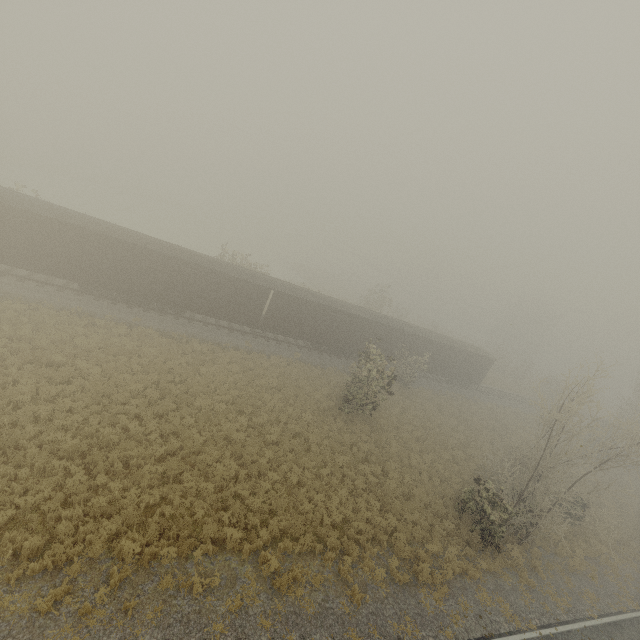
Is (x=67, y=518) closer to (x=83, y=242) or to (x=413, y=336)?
(x=83, y=242)

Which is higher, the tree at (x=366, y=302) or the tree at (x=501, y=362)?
the tree at (x=366, y=302)

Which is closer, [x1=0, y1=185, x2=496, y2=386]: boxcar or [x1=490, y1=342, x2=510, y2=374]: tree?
[x1=0, y1=185, x2=496, y2=386]: boxcar

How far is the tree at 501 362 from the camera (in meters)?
54.67

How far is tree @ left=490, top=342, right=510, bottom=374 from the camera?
54.67m

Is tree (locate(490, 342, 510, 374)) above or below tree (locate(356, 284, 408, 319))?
below
